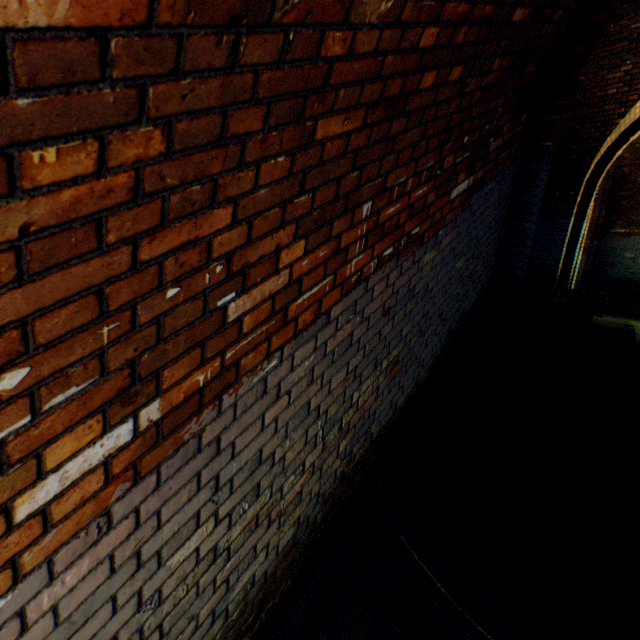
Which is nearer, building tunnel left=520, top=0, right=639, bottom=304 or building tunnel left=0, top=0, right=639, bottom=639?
building tunnel left=0, top=0, right=639, bottom=639

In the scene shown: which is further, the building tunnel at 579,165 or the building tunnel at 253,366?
the building tunnel at 579,165

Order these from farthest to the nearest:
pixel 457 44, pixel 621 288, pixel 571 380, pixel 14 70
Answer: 1. pixel 621 288
2. pixel 571 380
3. pixel 457 44
4. pixel 14 70
